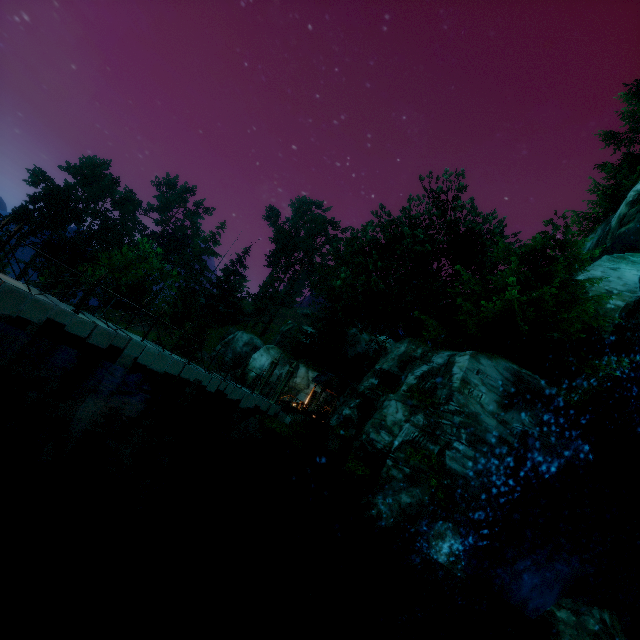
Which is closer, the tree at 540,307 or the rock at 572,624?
the rock at 572,624

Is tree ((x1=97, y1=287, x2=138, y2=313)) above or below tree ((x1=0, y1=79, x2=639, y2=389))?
below

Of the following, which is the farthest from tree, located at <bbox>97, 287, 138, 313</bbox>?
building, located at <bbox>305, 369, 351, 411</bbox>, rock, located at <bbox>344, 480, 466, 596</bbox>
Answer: rock, located at <bbox>344, 480, 466, 596</bbox>

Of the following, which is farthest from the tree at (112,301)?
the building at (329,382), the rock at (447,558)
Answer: the rock at (447,558)

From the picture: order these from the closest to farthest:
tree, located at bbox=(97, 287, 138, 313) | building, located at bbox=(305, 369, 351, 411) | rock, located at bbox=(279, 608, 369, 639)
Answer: rock, located at bbox=(279, 608, 369, 639) → building, located at bbox=(305, 369, 351, 411) → tree, located at bbox=(97, 287, 138, 313)

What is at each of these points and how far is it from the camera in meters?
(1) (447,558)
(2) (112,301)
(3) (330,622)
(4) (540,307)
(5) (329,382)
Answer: (1) rock, 9.2
(2) tree, 29.5
(3) rock, 9.4
(4) tree, 14.5
(5) building, 27.9

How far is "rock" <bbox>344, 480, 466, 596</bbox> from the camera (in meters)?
9.16

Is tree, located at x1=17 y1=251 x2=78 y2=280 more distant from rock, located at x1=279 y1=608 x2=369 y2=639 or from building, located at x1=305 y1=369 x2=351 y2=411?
→ rock, located at x1=279 y1=608 x2=369 y2=639
